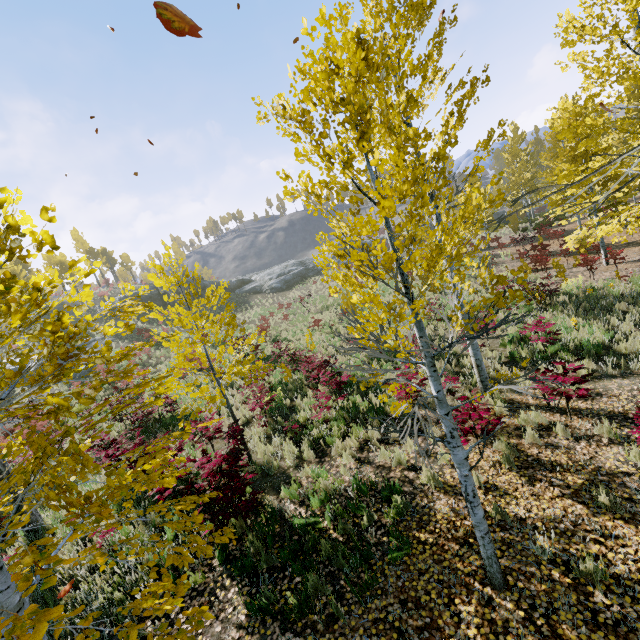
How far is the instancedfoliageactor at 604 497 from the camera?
4.4m

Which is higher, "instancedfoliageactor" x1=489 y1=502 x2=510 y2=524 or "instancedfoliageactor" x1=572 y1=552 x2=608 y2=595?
"instancedfoliageactor" x1=489 y1=502 x2=510 y2=524

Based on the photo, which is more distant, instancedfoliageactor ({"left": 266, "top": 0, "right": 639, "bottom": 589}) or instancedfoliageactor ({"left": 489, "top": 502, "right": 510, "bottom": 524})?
instancedfoliageactor ({"left": 489, "top": 502, "right": 510, "bottom": 524})

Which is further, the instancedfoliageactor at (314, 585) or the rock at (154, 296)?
the rock at (154, 296)

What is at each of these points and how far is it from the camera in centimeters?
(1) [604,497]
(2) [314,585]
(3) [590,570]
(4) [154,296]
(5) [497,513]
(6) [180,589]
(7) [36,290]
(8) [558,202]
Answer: (1) instancedfoliageactor, 450cm
(2) instancedfoliageactor, 436cm
(3) instancedfoliageactor, 375cm
(4) rock, 3809cm
(5) instancedfoliageactor, 476cm
(6) instancedfoliageactor, 285cm
(7) instancedfoliageactor, 228cm
(8) instancedfoliageactor, 2261cm
